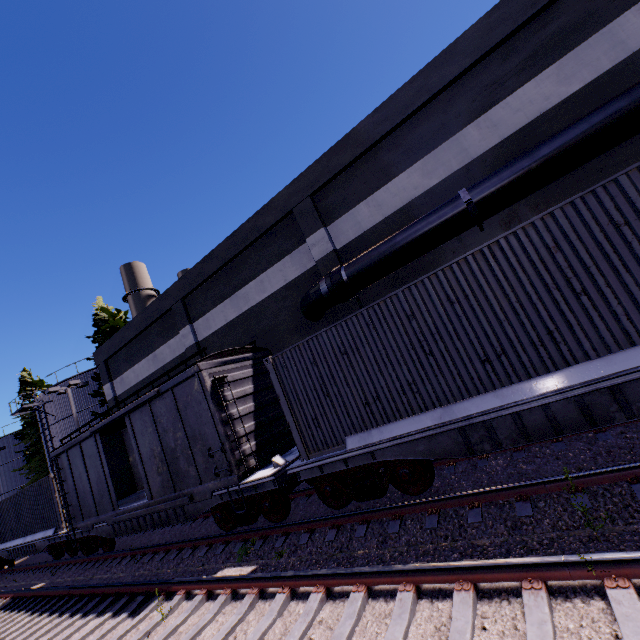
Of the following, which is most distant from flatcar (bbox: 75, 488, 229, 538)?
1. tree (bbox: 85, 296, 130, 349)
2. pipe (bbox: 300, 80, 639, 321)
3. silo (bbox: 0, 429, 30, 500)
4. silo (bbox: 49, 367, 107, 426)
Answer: silo (bbox: 0, 429, 30, 500)

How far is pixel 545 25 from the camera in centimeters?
884cm

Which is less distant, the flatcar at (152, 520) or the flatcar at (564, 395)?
the flatcar at (564, 395)

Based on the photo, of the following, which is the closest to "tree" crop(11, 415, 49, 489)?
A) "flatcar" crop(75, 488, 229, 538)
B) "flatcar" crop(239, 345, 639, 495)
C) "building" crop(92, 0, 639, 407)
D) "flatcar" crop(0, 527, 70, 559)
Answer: "building" crop(92, 0, 639, 407)

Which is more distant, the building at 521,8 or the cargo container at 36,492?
the cargo container at 36,492

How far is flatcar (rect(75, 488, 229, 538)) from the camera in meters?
9.1

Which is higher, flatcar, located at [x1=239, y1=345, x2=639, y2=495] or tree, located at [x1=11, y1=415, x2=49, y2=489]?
tree, located at [x1=11, y1=415, x2=49, y2=489]

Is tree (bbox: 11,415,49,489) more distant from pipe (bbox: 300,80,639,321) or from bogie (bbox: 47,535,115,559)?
pipe (bbox: 300,80,639,321)
